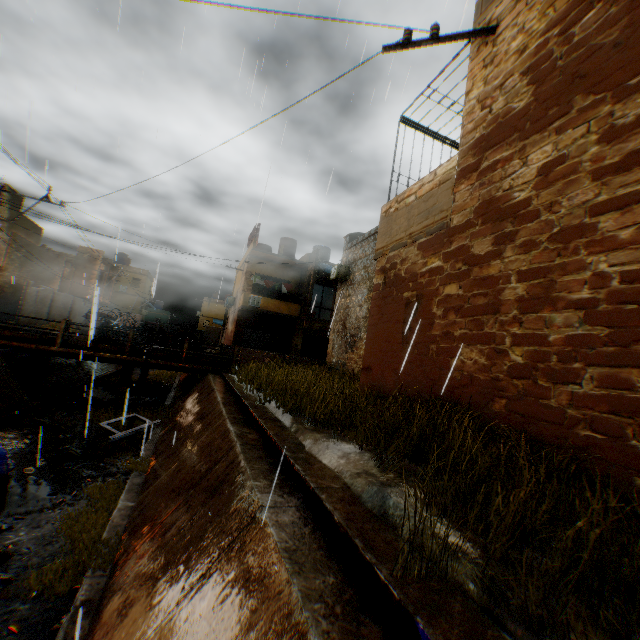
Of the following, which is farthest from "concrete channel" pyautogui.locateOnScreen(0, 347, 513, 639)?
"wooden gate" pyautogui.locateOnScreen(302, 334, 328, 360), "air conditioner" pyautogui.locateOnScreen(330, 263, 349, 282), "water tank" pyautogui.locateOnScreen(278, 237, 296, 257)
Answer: "water tank" pyautogui.locateOnScreen(278, 237, 296, 257)

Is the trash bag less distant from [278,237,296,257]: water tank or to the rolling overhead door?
the rolling overhead door

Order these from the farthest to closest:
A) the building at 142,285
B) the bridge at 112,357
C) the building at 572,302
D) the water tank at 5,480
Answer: the building at 142,285, the bridge at 112,357, the water tank at 5,480, the building at 572,302

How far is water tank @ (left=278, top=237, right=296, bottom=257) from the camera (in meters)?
29.34

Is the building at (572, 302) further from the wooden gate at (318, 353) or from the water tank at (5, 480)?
the water tank at (5, 480)

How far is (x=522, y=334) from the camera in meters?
3.8

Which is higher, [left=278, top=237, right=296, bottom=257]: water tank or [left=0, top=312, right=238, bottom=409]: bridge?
[left=278, top=237, right=296, bottom=257]: water tank

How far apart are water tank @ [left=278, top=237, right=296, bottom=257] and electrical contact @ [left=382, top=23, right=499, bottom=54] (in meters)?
23.91
